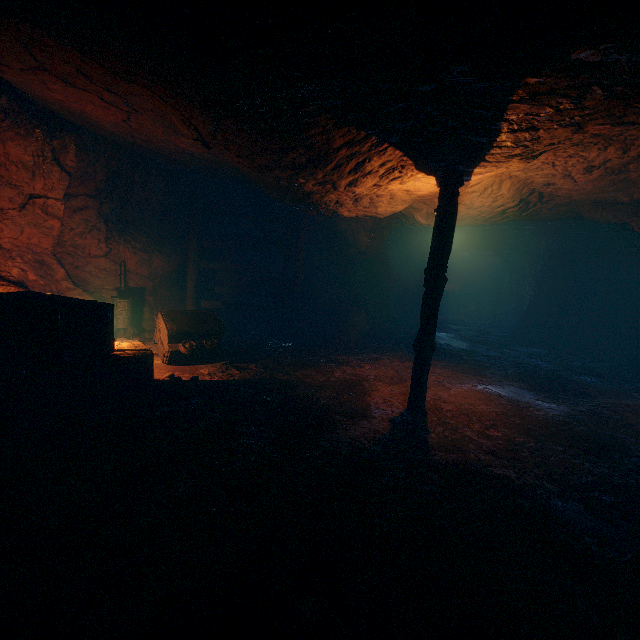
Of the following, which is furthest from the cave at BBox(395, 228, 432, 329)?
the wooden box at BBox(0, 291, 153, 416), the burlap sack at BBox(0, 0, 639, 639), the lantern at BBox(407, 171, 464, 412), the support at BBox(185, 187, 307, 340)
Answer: the wooden box at BBox(0, 291, 153, 416)

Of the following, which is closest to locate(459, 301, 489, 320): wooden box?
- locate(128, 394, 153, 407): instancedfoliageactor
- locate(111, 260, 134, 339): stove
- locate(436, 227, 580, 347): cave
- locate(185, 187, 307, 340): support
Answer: locate(436, 227, 580, 347): cave

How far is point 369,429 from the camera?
5.8 meters

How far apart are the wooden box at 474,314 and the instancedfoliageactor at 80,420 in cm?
2308

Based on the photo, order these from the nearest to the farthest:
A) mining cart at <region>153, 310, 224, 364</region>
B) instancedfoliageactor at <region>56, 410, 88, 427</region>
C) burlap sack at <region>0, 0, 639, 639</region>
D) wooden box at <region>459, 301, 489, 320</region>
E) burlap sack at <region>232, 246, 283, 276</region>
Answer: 1. burlap sack at <region>0, 0, 639, 639</region>
2. instancedfoliageactor at <region>56, 410, 88, 427</region>
3. mining cart at <region>153, 310, 224, 364</region>
4. burlap sack at <region>232, 246, 283, 276</region>
5. wooden box at <region>459, 301, 489, 320</region>

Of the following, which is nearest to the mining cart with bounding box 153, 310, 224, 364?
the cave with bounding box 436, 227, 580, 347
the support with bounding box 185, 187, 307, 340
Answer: the support with bounding box 185, 187, 307, 340

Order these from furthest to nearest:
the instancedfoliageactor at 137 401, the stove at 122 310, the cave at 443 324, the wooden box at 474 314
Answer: the wooden box at 474 314 → the cave at 443 324 → the stove at 122 310 → the instancedfoliageactor at 137 401

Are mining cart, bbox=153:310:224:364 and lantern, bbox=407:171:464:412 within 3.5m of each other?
no
